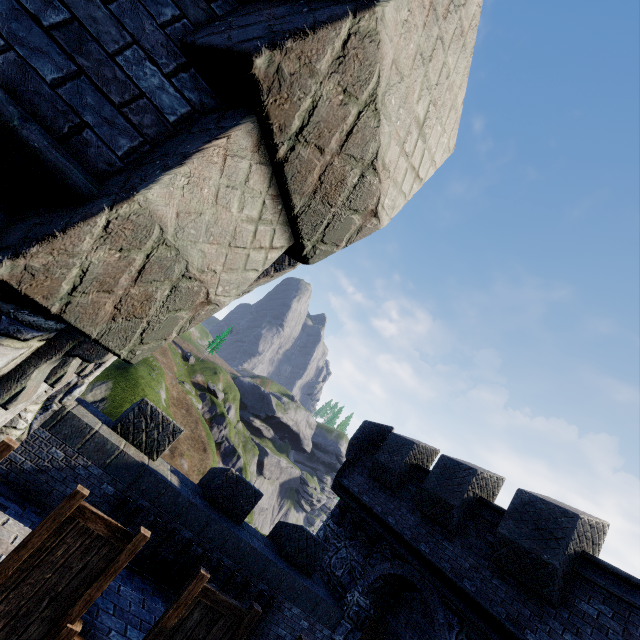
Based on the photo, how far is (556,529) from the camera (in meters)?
6.90

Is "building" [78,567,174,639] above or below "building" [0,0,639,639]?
below

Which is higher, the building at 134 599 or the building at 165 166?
the building at 165 166

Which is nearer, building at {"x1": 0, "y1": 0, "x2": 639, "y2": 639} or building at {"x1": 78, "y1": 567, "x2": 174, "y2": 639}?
building at {"x1": 0, "y1": 0, "x2": 639, "y2": 639}

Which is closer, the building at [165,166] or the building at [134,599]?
the building at [165,166]
